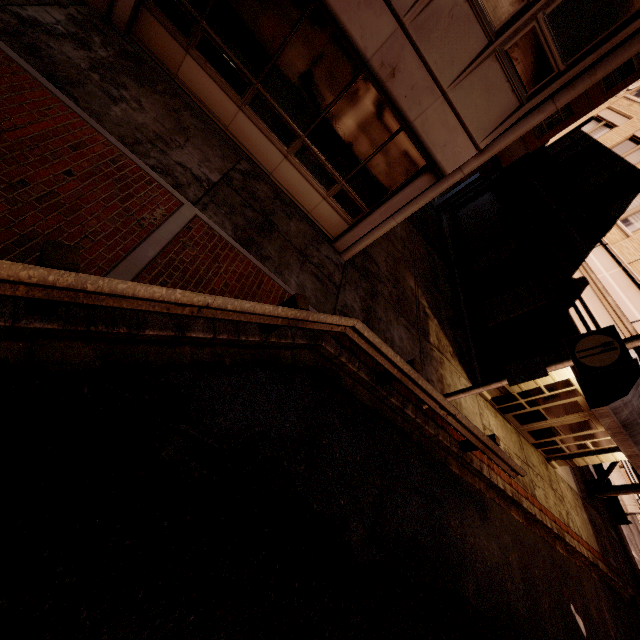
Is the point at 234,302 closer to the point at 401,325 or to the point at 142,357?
the point at 142,357

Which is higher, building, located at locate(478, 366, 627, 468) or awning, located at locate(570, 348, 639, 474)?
awning, located at locate(570, 348, 639, 474)

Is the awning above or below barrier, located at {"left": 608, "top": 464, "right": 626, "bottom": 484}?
above

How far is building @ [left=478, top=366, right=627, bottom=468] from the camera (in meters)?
10.93

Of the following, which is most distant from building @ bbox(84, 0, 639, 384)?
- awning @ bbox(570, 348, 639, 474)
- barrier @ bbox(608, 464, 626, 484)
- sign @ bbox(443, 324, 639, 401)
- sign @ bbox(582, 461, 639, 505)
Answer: barrier @ bbox(608, 464, 626, 484)

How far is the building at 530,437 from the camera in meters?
10.9 m

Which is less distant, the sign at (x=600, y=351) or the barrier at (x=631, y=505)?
the sign at (x=600, y=351)

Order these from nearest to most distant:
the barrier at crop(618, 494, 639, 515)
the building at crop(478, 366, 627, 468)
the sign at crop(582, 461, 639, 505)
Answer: the building at crop(478, 366, 627, 468) < the sign at crop(582, 461, 639, 505) < the barrier at crop(618, 494, 639, 515)
